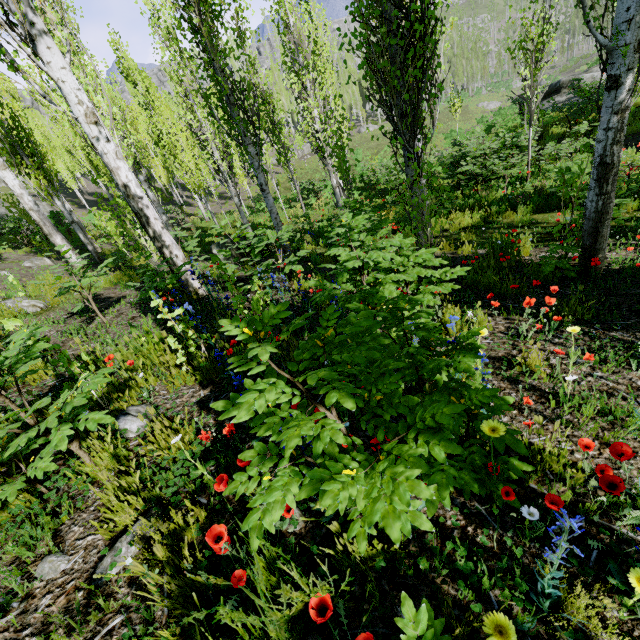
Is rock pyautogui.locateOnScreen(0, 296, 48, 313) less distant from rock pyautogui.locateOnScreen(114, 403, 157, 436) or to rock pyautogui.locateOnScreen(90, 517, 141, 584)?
rock pyautogui.locateOnScreen(114, 403, 157, 436)

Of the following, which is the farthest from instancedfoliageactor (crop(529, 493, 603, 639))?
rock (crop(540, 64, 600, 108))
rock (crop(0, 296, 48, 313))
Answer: rock (crop(540, 64, 600, 108))

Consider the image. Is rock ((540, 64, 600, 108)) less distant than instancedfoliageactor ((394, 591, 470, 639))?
No

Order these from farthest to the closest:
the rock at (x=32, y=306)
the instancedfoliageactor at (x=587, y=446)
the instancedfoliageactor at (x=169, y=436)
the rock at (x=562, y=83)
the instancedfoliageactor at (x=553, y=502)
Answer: the rock at (x=562, y=83), the rock at (x=32, y=306), the instancedfoliageactor at (x=169, y=436), the instancedfoliageactor at (x=587, y=446), the instancedfoliageactor at (x=553, y=502)

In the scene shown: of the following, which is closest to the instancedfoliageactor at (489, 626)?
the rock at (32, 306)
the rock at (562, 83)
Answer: the rock at (32, 306)

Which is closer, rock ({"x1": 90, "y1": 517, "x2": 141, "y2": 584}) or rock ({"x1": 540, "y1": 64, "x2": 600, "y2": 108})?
rock ({"x1": 90, "y1": 517, "x2": 141, "y2": 584})

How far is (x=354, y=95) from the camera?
51.31m

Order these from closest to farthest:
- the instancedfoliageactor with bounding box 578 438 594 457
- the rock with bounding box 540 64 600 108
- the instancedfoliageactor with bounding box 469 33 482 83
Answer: the instancedfoliageactor with bounding box 578 438 594 457 < the rock with bounding box 540 64 600 108 < the instancedfoliageactor with bounding box 469 33 482 83
